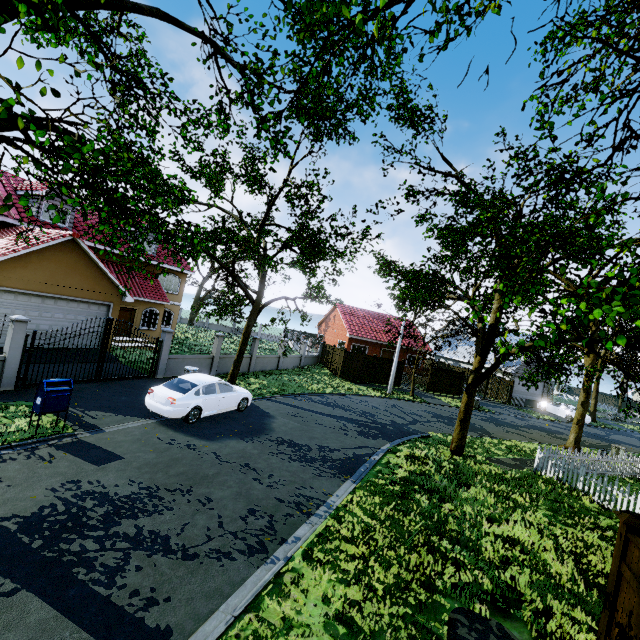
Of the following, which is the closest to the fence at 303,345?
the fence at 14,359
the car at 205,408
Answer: the fence at 14,359

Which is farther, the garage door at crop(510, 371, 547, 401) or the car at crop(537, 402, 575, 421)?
the garage door at crop(510, 371, 547, 401)

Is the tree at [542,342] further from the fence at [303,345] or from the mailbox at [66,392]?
the mailbox at [66,392]

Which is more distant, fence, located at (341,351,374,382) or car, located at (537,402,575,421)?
car, located at (537,402,575,421)

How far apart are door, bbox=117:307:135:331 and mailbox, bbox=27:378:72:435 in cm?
1426

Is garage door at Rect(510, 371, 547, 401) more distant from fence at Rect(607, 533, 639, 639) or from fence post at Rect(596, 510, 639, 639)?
fence post at Rect(596, 510, 639, 639)

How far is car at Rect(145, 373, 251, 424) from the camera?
10.9 meters

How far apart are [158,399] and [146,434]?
1.4m
